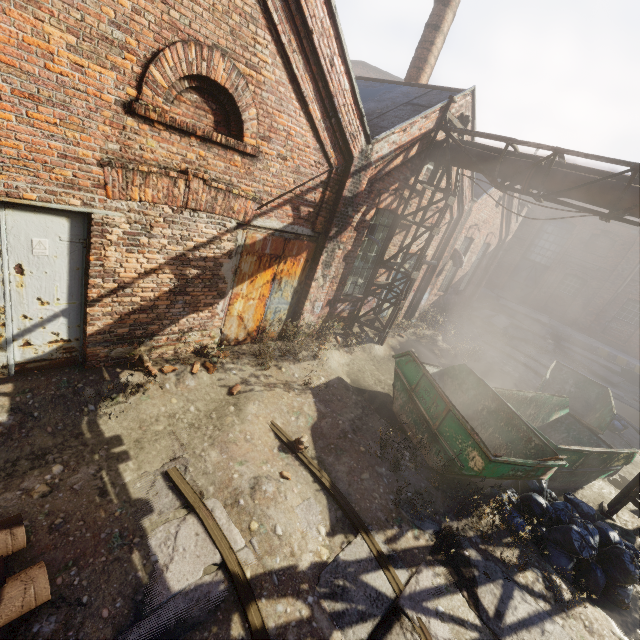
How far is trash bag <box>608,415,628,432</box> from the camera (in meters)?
11.02

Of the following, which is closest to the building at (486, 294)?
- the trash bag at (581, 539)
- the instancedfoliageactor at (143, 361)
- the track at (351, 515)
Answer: the track at (351, 515)

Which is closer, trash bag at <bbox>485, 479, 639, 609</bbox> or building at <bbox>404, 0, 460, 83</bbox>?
trash bag at <bbox>485, 479, 639, 609</bbox>

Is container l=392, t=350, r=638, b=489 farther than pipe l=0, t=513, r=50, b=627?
Yes

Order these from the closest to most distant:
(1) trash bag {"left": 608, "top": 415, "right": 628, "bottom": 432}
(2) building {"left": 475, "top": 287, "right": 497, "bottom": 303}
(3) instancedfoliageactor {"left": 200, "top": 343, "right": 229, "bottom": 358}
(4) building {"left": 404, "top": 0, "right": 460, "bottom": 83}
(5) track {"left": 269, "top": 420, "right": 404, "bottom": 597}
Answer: (5) track {"left": 269, "top": 420, "right": 404, "bottom": 597} < (3) instancedfoliageactor {"left": 200, "top": 343, "right": 229, "bottom": 358} < (4) building {"left": 404, "top": 0, "right": 460, "bottom": 83} < (1) trash bag {"left": 608, "top": 415, "right": 628, "bottom": 432} < (2) building {"left": 475, "top": 287, "right": 497, "bottom": 303}

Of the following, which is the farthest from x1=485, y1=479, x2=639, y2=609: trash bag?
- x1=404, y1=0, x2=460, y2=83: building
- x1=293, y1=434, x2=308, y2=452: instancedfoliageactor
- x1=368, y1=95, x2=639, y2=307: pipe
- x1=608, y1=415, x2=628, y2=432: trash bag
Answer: x1=404, y1=0, x2=460, y2=83: building

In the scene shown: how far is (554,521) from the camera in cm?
568

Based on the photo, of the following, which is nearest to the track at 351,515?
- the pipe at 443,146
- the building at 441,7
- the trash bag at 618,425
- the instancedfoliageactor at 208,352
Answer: the trash bag at 618,425
